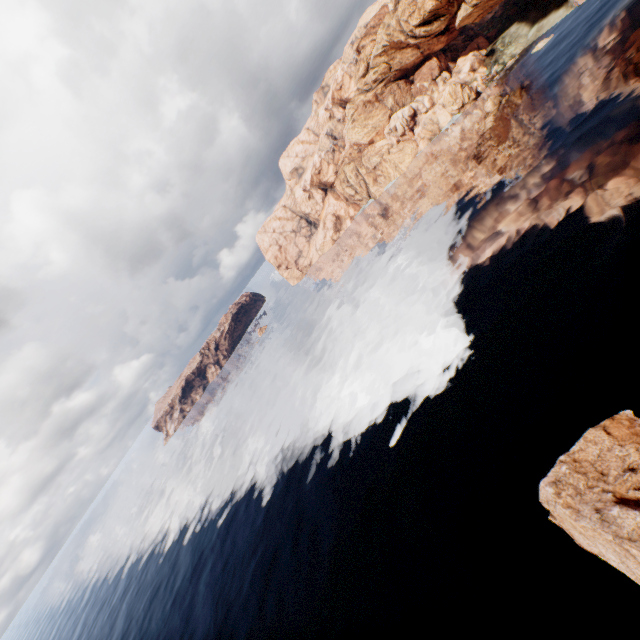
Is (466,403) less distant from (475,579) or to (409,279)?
(475,579)
